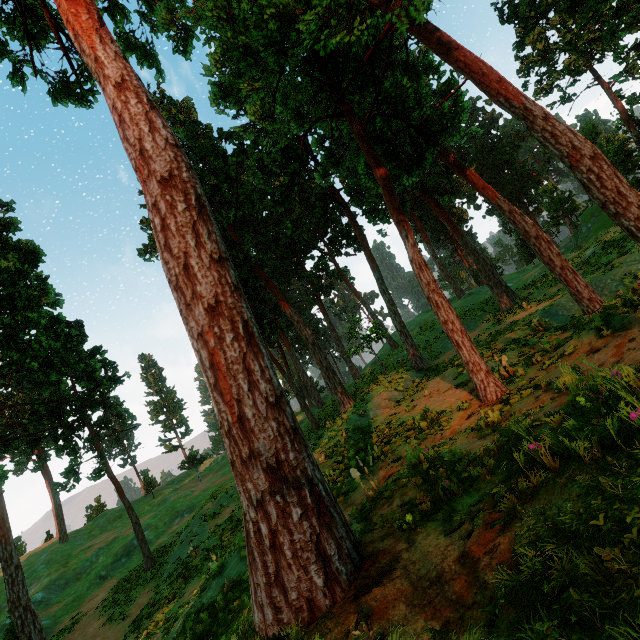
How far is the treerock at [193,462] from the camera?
48.8 meters

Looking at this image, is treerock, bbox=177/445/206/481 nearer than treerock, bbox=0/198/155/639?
No

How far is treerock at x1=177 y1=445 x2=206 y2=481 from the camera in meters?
48.8

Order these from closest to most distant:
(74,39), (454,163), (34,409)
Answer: (74,39)
(454,163)
(34,409)

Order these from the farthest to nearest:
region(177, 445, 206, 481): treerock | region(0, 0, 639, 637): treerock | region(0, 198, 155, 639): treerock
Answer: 1. region(177, 445, 206, 481): treerock
2. region(0, 198, 155, 639): treerock
3. region(0, 0, 639, 637): treerock

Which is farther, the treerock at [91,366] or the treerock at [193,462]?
the treerock at [193,462]
